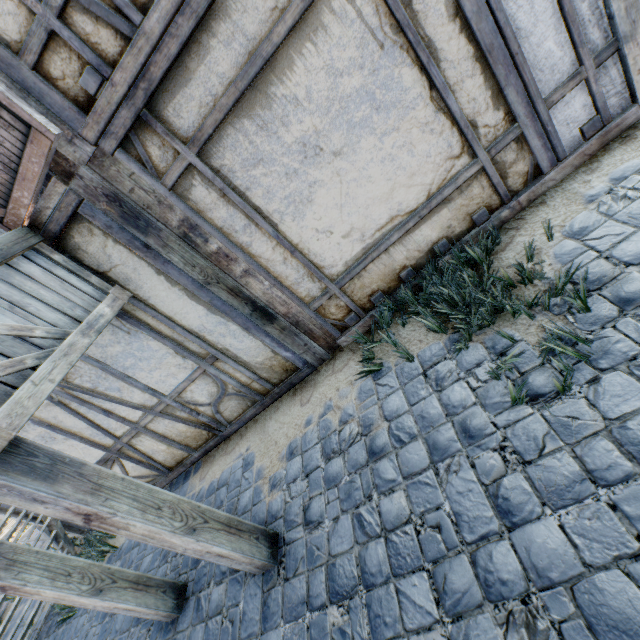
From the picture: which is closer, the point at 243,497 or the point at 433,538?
the point at 433,538

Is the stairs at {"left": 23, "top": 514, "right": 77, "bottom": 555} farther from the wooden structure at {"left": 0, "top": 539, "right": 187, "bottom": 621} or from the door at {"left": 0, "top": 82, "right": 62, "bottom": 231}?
the door at {"left": 0, "top": 82, "right": 62, "bottom": 231}

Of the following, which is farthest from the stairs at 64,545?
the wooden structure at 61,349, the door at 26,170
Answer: the door at 26,170

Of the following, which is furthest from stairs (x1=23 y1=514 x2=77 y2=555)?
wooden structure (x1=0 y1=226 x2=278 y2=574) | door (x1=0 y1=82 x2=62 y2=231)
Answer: door (x1=0 y1=82 x2=62 y2=231)

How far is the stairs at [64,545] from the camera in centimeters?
477cm

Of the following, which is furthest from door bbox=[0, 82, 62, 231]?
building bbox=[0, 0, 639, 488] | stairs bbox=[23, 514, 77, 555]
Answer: stairs bbox=[23, 514, 77, 555]

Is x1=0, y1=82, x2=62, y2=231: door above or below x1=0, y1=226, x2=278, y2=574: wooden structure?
above
